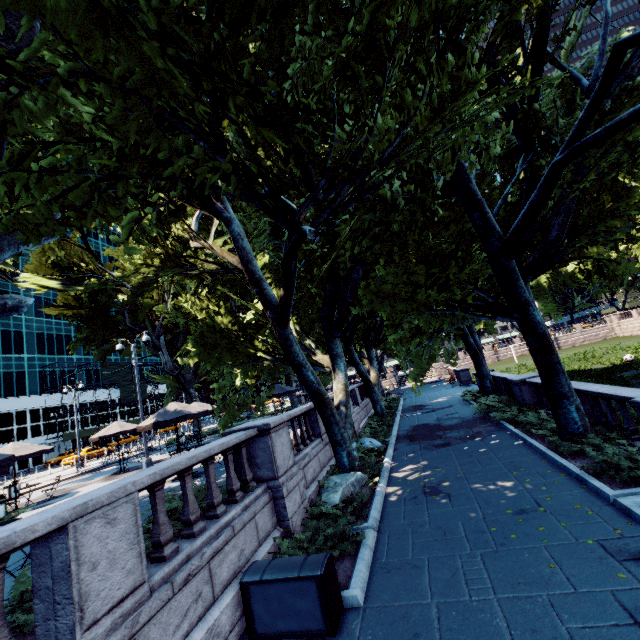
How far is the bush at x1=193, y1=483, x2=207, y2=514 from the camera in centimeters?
716cm

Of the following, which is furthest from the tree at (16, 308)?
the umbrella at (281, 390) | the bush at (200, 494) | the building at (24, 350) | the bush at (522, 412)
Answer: the building at (24, 350)

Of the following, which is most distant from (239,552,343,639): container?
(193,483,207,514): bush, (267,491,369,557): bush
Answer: (193,483,207,514): bush

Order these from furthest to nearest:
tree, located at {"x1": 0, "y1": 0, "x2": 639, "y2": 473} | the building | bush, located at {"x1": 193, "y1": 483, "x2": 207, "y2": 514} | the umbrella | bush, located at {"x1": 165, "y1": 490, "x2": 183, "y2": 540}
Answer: the building → the umbrella → bush, located at {"x1": 193, "y1": 483, "x2": 207, "y2": 514} → bush, located at {"x1": 165, "y1": 490, "x2": 183, "y2": 540} → tree, located at {"x1": 0, "y1": 0, "x2": 639, "y2": 473}

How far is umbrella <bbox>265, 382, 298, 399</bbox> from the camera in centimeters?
2155cm

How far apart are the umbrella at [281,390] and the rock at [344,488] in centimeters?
1095cm

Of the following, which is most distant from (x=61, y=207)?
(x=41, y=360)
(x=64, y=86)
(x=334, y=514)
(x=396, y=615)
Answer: (x=41, y=360)

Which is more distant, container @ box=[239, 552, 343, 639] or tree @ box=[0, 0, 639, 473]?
container @ box=[239, 552, 343, 639]
